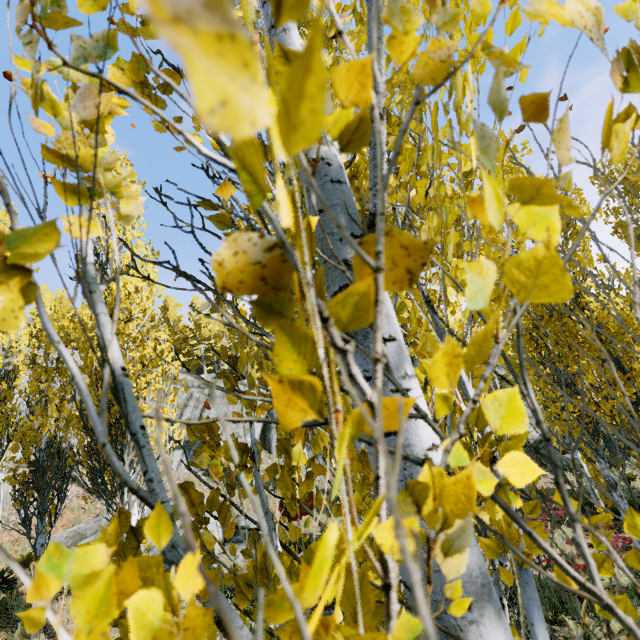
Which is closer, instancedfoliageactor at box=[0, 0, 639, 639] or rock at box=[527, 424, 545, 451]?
instancedfoliageactor at box=[0, 0, 639, 639]

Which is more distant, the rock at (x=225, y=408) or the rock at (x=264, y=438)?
the rock at (x=225, y=408)

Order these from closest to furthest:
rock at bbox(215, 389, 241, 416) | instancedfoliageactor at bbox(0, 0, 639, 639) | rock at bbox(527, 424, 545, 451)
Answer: instancedfoliageactor at bbox(0, 0, 639, 639)
rock at bbox(527, 424, 545, 451)
rock at bbox(215, 389, 241, 416)

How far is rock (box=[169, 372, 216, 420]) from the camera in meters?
24.5 m

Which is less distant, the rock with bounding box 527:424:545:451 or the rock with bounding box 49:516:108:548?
the rock with bounding box 49:516:108:548

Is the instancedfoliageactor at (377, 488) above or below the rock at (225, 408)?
below

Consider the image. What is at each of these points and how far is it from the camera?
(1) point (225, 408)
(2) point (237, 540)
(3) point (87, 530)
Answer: (1) rock, 24.5 meters
(2) rock, 11.5 meters
(3) rock, 12.4 meters
